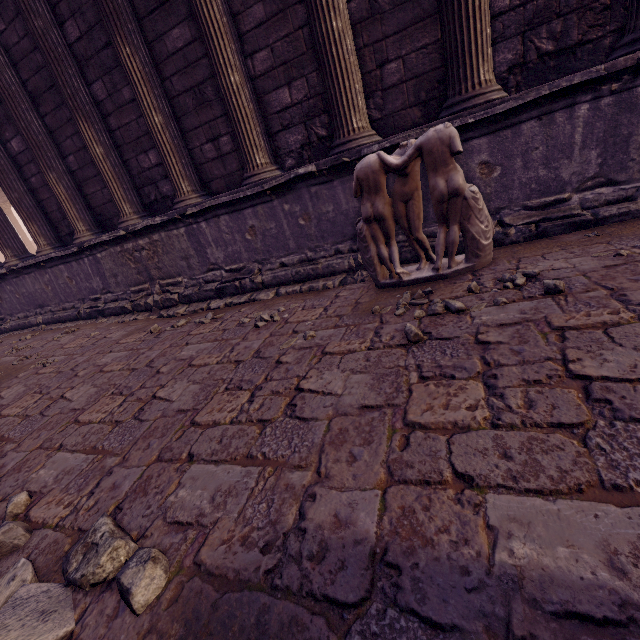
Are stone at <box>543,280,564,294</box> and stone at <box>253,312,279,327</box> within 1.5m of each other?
no

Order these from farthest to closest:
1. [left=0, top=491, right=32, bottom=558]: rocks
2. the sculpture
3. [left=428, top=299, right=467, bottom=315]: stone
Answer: the sculpture → [left=428, top=299, right=467, bottom=315]: stone → [left=0, top=491, right=32, bottom=558]: rocks

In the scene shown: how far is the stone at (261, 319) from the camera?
3.6m

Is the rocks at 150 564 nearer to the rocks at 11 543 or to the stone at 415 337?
the rocks at 11 543

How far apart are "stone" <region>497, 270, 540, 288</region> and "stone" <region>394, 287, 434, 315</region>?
0.3 meters

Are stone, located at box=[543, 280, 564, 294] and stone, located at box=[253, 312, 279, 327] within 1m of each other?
no

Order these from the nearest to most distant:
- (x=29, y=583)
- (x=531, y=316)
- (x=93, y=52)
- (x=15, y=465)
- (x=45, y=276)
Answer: (x=29, y=583) → (x=531, y=316) → (x=15, y=465) → (x=93, y=52) → (x=45, y=276)

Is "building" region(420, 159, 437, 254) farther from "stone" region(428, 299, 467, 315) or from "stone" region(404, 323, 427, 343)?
"stone" region(404, 323, 427, 343)
